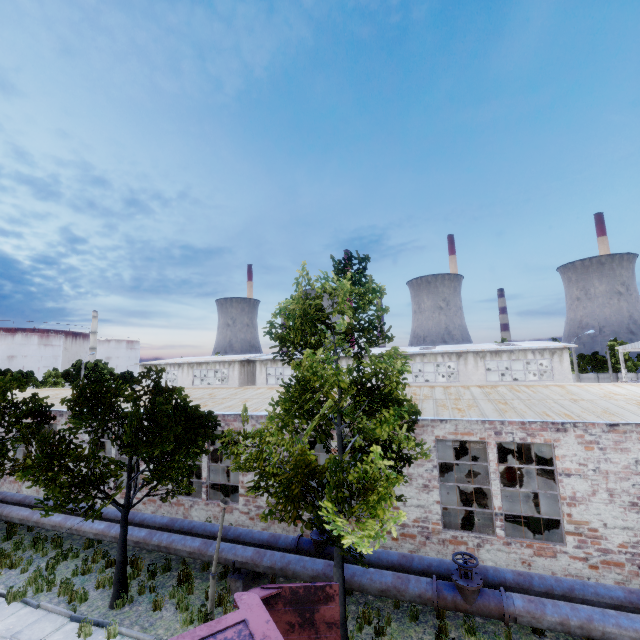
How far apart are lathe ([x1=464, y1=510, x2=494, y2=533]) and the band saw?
8.38m

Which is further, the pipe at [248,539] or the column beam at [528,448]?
the column beam at [528,448]

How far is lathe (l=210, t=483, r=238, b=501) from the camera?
15.4 meters

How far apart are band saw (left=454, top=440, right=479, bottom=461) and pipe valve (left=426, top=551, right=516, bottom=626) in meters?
12.9 m

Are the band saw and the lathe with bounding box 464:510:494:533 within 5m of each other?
no

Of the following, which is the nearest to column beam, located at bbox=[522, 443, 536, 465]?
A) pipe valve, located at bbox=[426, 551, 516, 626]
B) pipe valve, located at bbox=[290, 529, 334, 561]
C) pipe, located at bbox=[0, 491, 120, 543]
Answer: pipe valve, located at bbox=[426, 551, 516, 626]

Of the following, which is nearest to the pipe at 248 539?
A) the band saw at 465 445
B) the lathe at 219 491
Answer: the lathe at 219 491

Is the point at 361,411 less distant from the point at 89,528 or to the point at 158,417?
the point at 158,417
